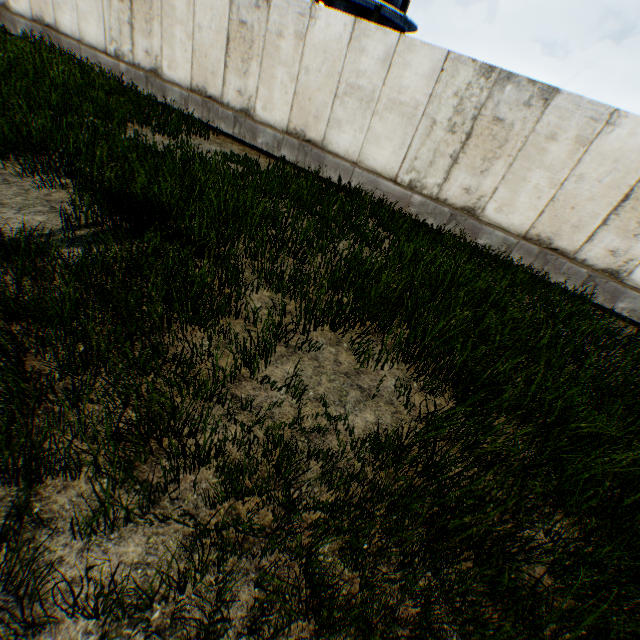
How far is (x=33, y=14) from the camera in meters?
11.6
